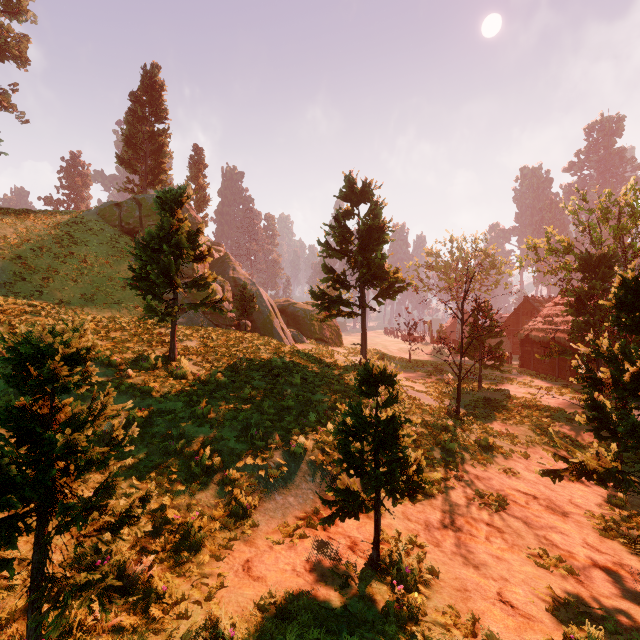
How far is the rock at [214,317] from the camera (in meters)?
20.39

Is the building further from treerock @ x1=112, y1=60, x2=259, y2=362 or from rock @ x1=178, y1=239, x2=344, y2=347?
rock @ x1=178, y1=239, x2=344, y2=347

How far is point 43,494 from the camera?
3.09m

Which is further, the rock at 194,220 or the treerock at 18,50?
the treerock at 18,50

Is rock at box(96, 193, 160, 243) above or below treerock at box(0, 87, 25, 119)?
below

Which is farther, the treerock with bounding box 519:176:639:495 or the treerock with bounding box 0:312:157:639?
the treerock with bounding box 519:176:639:495

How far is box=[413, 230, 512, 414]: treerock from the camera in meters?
15.7 m
